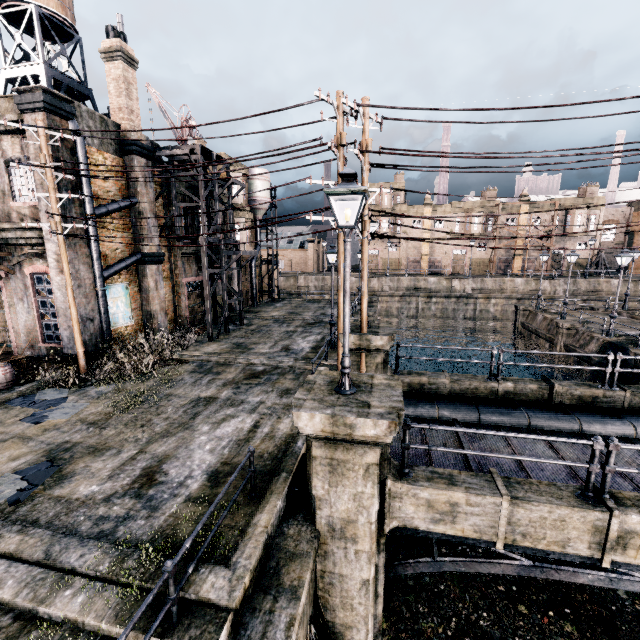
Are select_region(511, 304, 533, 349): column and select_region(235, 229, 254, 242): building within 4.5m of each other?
no

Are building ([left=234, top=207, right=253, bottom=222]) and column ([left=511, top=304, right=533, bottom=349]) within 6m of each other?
no

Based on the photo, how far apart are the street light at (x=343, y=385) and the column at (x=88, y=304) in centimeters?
1382cm

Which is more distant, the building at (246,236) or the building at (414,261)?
the building at (414,261)

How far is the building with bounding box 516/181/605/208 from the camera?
51.4 meters

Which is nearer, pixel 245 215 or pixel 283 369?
pixel 283 369

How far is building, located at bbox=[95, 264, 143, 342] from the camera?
17.0m

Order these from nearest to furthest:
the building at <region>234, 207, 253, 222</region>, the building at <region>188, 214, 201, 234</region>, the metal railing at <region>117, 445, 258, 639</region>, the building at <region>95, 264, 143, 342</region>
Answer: the metal railing at <region>117, 445, 258, 639</region>
the building at <region>95, 264, 143, 342</region>
the building at <region>188, 214, 201, 234</region>
the building at <region>234, 207, 253, 222</region>
